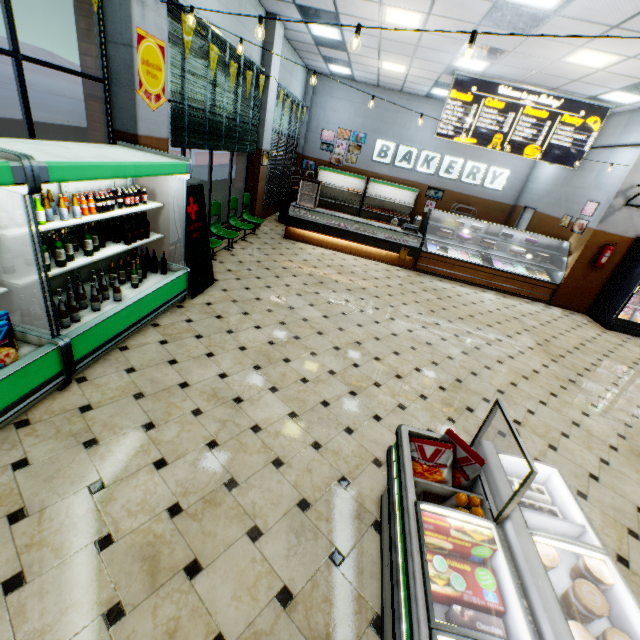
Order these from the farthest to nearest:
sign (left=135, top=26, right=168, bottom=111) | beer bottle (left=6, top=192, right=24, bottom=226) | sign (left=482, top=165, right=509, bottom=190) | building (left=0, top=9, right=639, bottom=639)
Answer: sign (left=482, top=165, right=509, bottom=190) → sign (left=135, top=26, right=168, bottom=111) → beer bottle (left=6, top=192, right=24, bottom=226) → building (left=0, top=9, right=639, bottom=639)

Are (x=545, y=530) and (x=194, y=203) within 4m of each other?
no

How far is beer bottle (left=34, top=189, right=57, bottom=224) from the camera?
2.8m

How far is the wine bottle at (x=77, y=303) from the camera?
3.1m

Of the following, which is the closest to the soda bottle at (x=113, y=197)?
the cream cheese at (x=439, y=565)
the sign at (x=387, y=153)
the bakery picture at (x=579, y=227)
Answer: the cream cheese at (x=439, y=565)

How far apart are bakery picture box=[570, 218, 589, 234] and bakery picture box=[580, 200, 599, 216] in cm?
10

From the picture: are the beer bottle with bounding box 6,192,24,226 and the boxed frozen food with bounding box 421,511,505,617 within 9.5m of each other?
yes

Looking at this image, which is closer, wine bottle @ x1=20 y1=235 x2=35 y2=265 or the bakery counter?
wine bottle @ x1=20 y1=235 x2=35 y2=265
